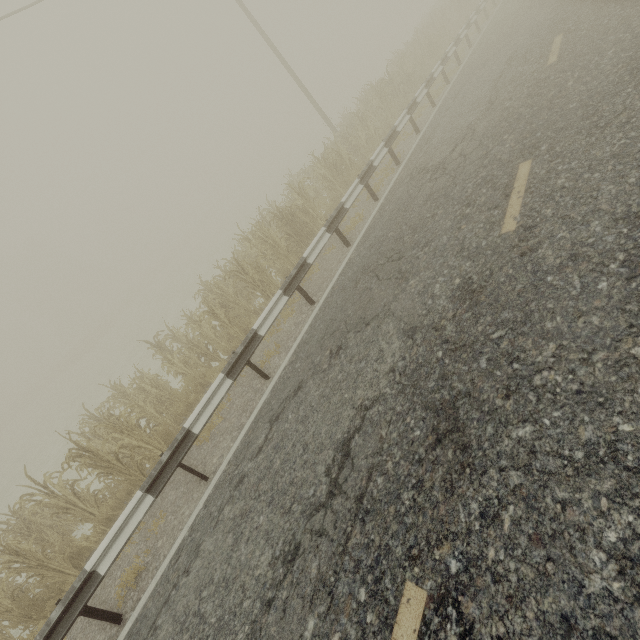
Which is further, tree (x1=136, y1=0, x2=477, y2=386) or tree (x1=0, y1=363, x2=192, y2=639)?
tree (x1=136, y1=0, x2=477, y2=386)

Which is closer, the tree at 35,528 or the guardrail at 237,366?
the guardrail at 237,366

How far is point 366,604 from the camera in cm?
247

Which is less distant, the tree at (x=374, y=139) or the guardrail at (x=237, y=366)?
the guardrail at (x=237, y=366)

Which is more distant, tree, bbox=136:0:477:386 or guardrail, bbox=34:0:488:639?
tree, bbox=136:0:477:386

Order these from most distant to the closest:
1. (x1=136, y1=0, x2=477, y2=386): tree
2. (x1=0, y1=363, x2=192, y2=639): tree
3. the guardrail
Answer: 1. (x1=136, y1=0, x2=477, y2=386): tree
2. (x1=0, y1=363, x2=192, y2=639): tree
3. the guardrail

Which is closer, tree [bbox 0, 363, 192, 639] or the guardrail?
the guardrail
